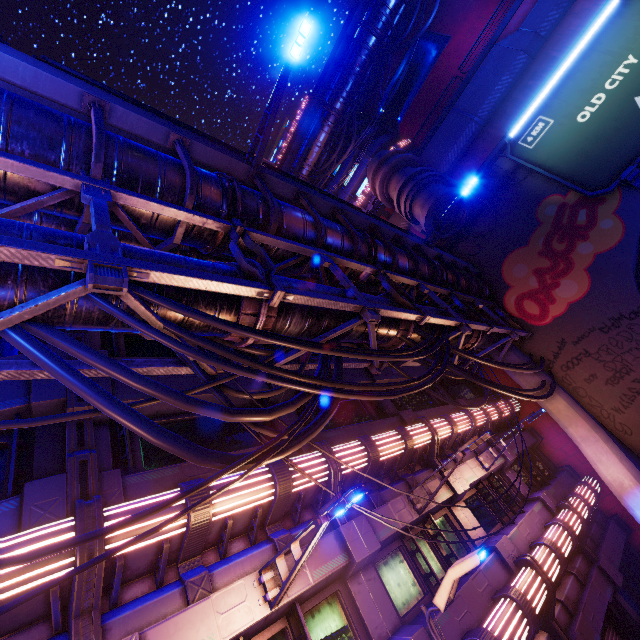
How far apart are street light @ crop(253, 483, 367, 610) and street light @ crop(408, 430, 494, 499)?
4.49m

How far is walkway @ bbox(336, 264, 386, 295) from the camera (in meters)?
9.93

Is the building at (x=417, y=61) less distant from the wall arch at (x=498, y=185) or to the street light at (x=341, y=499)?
the wall arch at (x=498, y=185)

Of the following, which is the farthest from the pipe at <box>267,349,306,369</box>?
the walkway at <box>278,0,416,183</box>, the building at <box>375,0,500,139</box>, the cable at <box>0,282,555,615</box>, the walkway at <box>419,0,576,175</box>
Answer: the walkway at <box>278,0,416,183</box>

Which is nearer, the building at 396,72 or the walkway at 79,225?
the walkway at 79,225

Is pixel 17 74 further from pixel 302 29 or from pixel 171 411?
pixel 171 411

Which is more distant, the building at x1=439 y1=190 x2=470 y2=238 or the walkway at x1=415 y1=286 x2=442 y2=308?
the building at x1=439 y1=190 x2=470 y2=238

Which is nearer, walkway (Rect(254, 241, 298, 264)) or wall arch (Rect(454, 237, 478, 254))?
walkway (Rect(254, 241, 298, 264))
